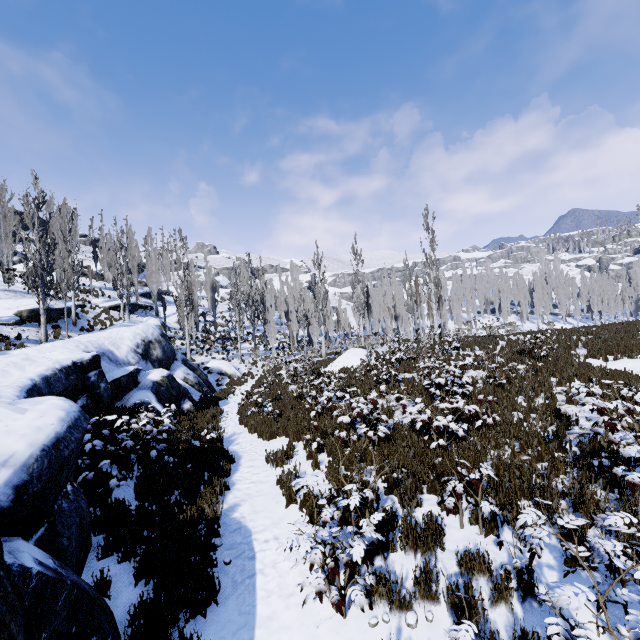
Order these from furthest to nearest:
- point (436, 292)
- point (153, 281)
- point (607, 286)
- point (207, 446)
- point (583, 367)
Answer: point (607, 286)
point (153, 281)
point (436, 292)
point (583, 367)
point (207, 446)

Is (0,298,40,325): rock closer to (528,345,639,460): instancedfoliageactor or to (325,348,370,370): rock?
(528,345,639,460): instancedfoliageactor

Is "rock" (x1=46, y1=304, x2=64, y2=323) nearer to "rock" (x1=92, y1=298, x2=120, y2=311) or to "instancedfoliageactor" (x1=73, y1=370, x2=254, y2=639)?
"instancedfoliageactor" (x1=73, y1=370, x2=254, y2=639)

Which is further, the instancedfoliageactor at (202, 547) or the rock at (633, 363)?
the rock at (633, 363)

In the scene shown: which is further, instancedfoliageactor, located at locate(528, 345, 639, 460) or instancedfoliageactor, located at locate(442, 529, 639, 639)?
instancedfoliageactor, located at locate(528, 345, 639, 460)

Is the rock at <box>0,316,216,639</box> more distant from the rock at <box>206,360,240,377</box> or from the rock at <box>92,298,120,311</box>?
the rock at <box>92,298,120,311</box>

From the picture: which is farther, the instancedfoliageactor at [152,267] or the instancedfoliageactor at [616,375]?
the instancedfoliageactor at [152,267]

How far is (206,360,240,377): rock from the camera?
26.4m
